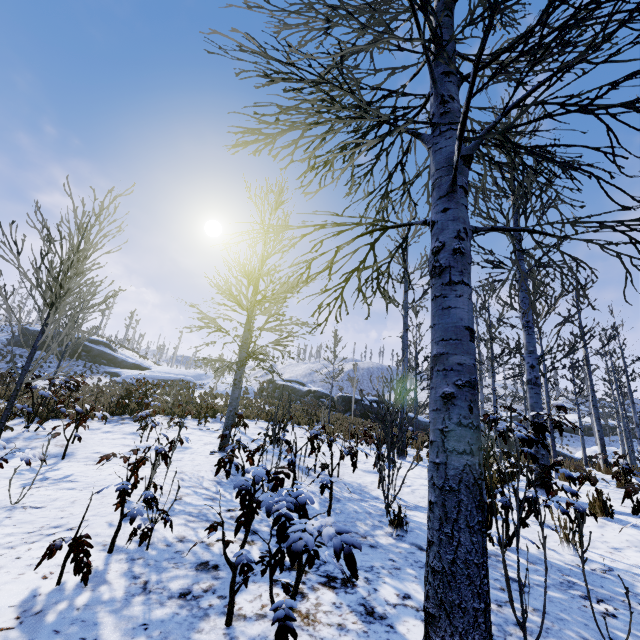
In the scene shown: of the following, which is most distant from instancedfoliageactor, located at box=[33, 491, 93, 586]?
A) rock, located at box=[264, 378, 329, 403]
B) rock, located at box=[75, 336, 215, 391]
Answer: rock, located at box=[75, 336, 215, 391]

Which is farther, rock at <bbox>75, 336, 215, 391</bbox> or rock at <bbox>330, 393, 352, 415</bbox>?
rock at <bbox>75, 336, 215, 391</bbox>

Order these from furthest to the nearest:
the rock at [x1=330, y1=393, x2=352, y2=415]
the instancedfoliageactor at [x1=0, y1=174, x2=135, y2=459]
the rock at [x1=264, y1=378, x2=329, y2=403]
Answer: the rock at [x1=264, y1=378, x2=329, y2=403] < the rock at [x1=330, y1=393, x2=352, y2=415] < the instancedfoliageactor at [x1=0, y1=174, x2=135, y2=459]

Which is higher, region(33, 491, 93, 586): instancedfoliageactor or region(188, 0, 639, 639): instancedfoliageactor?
region(188, 0, 639, 639): instancedfoliageactor

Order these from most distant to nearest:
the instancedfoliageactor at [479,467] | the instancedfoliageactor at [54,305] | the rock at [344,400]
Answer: the rock at [344,400] → the instancedfoliageactor at [54,305] → the instancedfoliageactor at [479,467]

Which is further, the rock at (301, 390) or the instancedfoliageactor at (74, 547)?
the rock at (301, 390)

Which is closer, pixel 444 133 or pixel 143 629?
pixel 143 629
